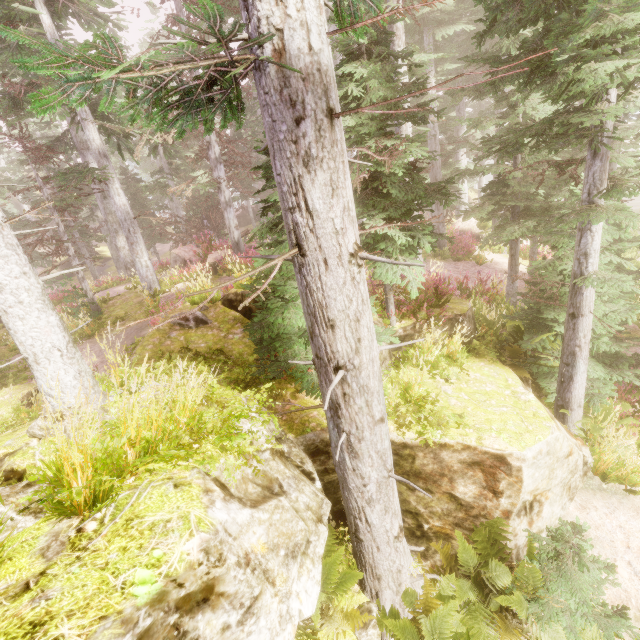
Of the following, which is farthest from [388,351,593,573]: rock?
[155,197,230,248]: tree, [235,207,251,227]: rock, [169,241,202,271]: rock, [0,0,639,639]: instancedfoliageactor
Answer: [235,207,251,227]: rock

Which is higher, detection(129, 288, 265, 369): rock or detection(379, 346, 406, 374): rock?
detection(129, 288, 265, 369): rock

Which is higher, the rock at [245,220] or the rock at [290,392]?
the rock at [245,220]

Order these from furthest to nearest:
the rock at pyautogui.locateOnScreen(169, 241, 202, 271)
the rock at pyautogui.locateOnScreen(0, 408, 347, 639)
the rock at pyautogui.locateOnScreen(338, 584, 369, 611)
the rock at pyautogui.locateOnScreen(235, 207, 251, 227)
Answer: the rock at pyautogui.locateOnScreen(235, 207, 251, 227) < the rock at pyautogui.locateOnScreen(169, 241, 202, 271) < the rock at pyautogui.locateOnScreen(338, 584, 369, 611) < the rock at pyautogui.locateOnScreen(0, 408, 347, 639)

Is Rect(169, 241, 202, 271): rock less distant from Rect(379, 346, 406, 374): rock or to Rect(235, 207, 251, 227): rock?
Rect(379, 346, 406, 374): rock

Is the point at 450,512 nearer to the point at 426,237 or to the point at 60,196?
the point at 426,237

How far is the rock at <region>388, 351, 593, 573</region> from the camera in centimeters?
502cm

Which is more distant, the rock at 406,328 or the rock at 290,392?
the rock at 406,328
